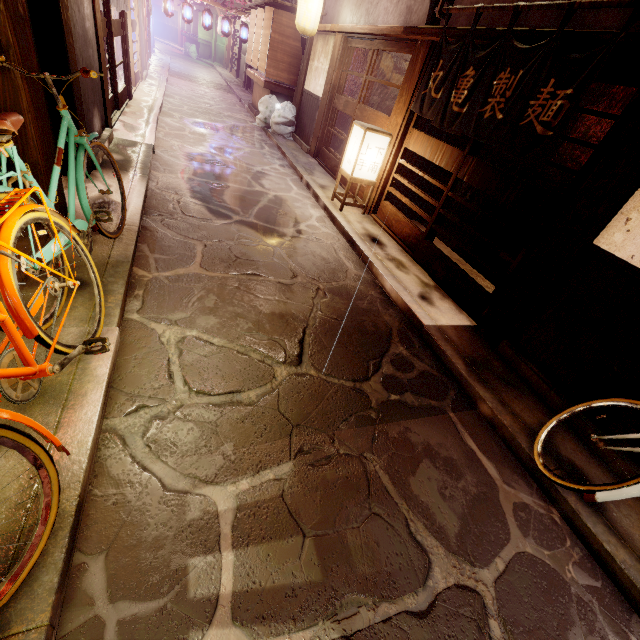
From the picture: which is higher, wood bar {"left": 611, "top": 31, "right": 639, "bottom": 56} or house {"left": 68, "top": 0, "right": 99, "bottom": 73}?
wood bar {"left": 611, "top": 31, "right": 639, "bottom": 56}

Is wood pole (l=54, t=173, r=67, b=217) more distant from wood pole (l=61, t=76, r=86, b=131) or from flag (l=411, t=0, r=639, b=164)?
flag (l=411, t=0, r=639, b=164)

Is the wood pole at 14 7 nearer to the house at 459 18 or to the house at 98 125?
the house at 98 125

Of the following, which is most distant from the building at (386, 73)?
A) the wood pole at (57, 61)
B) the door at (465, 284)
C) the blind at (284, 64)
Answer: the wood pole at (57, 61)

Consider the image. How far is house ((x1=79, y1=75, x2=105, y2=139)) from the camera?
8.34m

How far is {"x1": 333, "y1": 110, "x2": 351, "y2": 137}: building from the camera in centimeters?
1645cm

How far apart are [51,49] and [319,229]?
7.2m

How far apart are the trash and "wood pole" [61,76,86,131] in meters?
13.0
